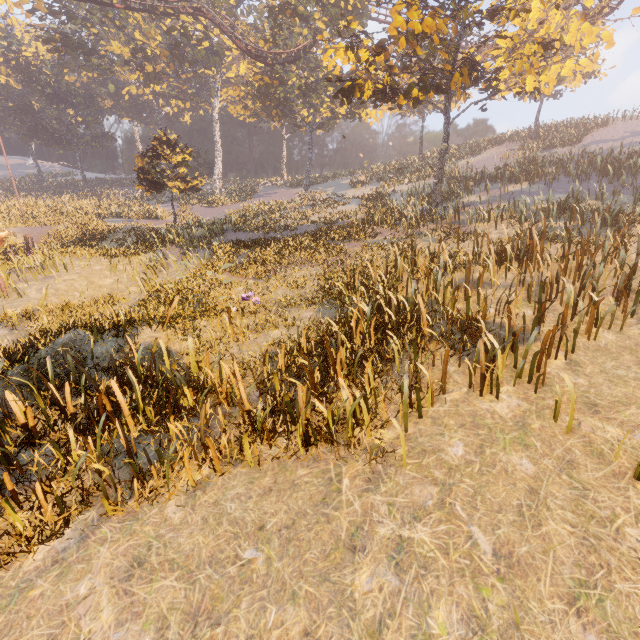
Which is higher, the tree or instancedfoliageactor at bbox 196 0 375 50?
instancedfoliageactor at bbox 196 0 375 50

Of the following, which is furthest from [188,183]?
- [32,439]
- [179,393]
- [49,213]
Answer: [32,439]

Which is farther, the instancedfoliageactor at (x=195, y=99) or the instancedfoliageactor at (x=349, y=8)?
the instancedfoliageactor at (x=349, y=8)

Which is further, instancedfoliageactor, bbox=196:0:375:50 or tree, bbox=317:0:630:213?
instancedfoliageactor, bbox=196:0:375:50

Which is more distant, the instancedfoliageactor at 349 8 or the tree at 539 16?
the instancedfoliageactor at 349 8

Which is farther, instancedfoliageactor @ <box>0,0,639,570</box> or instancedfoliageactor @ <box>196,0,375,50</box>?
instancedfoliageactor @ <box>196,0,375,50</box>

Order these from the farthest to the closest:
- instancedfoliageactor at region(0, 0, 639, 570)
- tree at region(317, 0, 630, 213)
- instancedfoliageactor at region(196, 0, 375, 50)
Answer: instancedfoliageactor at region(196, 0, 375, 50), tree at region(317, 0, 630, 213), instancedfoliageactor at region(0, 0, 639, 570)
